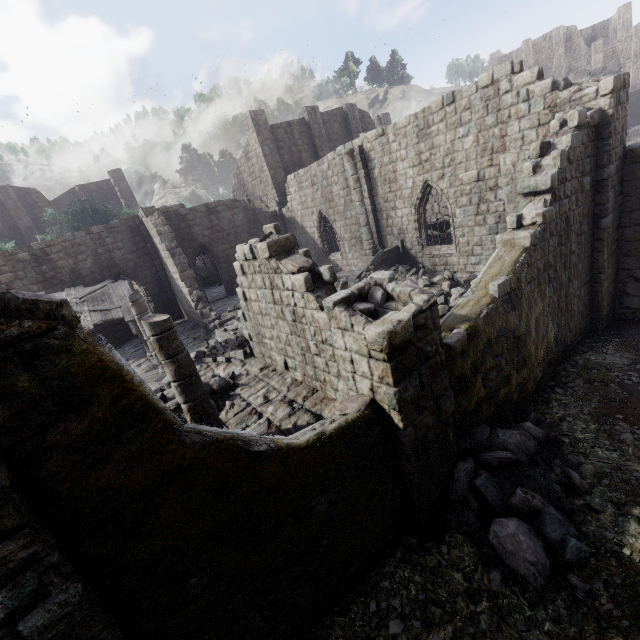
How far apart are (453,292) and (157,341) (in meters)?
9.19

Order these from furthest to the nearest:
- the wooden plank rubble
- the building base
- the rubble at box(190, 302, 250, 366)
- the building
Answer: the building base < the wooden plank rubble < the rubble at box(190, 302, 250, 366) < the building

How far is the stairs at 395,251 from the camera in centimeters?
1521cm

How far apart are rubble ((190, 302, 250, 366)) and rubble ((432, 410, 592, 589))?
7.4m

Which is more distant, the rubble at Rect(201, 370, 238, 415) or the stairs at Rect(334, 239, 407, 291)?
the stairs at Rect(334, 239, 407, 291)

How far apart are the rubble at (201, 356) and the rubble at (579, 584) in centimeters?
741cm

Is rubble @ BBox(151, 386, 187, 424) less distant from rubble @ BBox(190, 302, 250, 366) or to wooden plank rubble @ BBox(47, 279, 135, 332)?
rubble @ BBox(190, 302, 250, 366)

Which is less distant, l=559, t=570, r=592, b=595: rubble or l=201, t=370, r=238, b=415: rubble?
l=559, t=570, r=592, b=595: rubble
